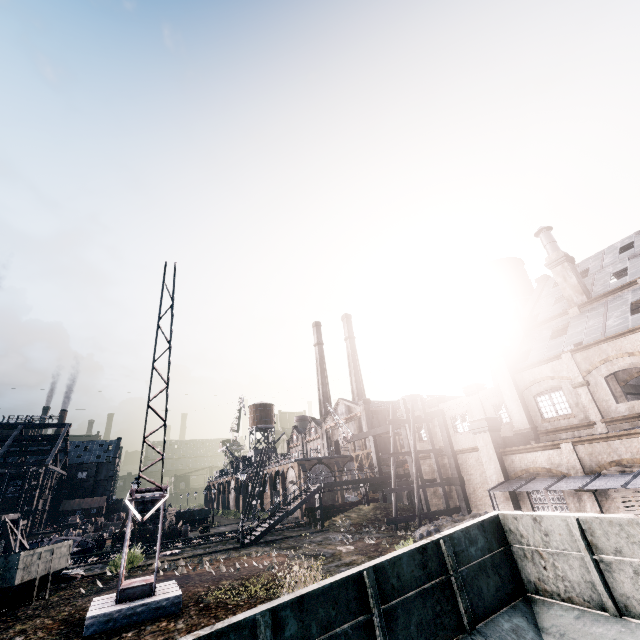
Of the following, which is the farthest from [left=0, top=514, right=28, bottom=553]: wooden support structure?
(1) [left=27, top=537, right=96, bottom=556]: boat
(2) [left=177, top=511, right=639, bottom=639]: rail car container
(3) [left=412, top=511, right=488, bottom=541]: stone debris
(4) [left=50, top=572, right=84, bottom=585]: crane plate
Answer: (2) [left=177, top=511, right=639, bottom=639]: rail car container

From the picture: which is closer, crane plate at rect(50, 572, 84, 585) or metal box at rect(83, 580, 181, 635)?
metal box at rect(83, 580, 181, 635)

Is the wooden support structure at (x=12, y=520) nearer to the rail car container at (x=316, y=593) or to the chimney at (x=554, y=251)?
the rail car container at (x=316, y=593)

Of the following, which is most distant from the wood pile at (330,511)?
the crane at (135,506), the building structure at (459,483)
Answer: the crane at (135,506)

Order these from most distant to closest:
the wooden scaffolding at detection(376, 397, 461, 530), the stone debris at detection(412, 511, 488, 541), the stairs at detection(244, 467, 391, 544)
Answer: the stairs at detection(244, 467, 391, 544), the wooden scaffolding at detection(376, 397, 461, 530), the stone debris at detection(412, 511, 488, 541)

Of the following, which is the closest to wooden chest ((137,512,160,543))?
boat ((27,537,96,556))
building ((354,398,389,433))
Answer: boat ((27,537,96,556))

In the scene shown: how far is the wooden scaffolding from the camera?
26.6 meters

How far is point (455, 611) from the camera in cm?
642
